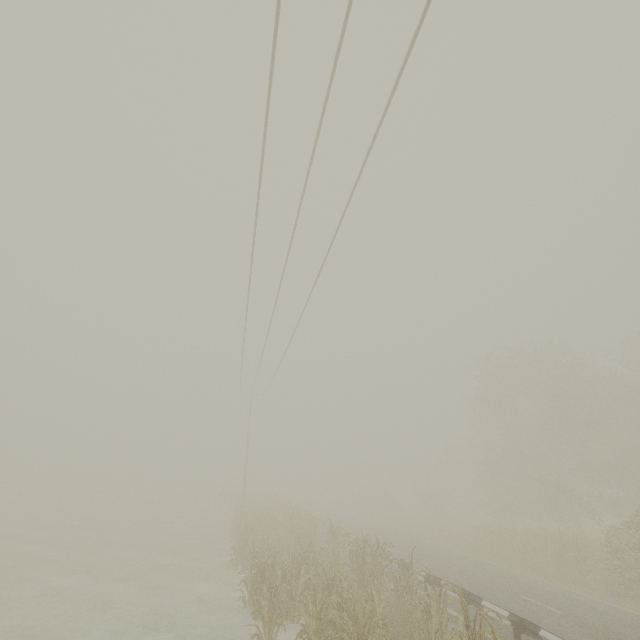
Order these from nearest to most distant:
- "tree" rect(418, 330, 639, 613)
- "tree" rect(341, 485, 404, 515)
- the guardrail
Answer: the guardrail
"tree" rect(418, 330, 639, 613)
"tree" rect(341, 485, 404, 515)

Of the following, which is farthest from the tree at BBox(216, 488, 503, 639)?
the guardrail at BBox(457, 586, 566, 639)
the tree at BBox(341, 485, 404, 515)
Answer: the tree at BBox(341, 485, 404, 515)

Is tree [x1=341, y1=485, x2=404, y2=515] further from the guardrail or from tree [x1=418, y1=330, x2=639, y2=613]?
tree [x1=418, y1=330, x2=639, y2=613]

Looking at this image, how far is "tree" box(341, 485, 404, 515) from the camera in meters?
47.0

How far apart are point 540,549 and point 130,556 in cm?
2292

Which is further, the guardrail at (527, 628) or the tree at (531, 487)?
the tree at (531, 487)

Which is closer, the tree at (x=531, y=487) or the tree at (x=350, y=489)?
the tree at (x=531, y=487)

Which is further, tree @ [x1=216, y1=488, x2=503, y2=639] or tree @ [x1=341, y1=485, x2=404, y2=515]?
tree @ [x1=341, y1=485, x2=404, y2=515]
